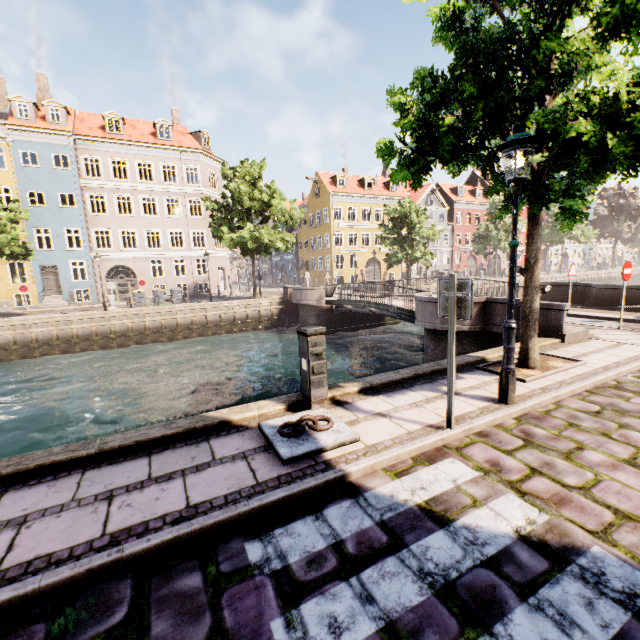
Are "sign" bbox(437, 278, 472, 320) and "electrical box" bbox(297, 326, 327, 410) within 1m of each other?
no

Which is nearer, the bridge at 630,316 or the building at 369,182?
the bridge at 630,316

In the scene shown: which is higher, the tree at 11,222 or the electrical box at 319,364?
the tree at 11,222

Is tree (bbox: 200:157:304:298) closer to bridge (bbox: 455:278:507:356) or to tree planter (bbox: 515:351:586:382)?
tree planter (bbox: 515:351:586:382)

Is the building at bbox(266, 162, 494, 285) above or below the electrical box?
above

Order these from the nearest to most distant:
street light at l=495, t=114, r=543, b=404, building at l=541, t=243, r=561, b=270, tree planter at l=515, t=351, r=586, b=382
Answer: street light at l=495, t=114, r=543, b=404, tree planter at l=515, t=351, r=586, b=382, building at l=541, t=243, r=561, b=270

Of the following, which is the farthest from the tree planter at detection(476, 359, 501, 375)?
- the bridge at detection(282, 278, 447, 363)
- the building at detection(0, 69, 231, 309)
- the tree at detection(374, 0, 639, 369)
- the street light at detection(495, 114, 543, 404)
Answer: the building at detection(0, 69, 231, 309)

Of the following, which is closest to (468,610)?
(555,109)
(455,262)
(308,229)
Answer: (555,109)
